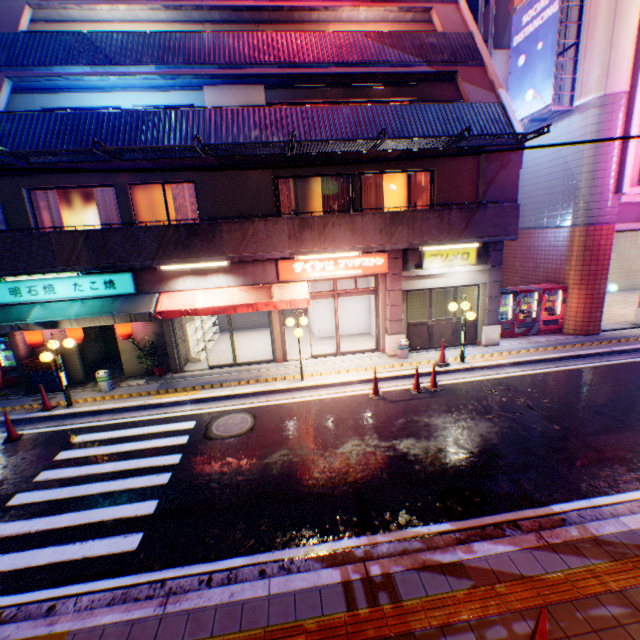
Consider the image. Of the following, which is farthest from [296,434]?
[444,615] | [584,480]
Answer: [584,480]

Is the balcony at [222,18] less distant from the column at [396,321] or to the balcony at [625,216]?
the column at [396,321]

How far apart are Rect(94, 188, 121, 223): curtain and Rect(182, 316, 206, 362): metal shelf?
3.55m

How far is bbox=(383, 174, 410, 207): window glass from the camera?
12.2m

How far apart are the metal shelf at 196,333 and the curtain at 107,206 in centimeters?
355cm

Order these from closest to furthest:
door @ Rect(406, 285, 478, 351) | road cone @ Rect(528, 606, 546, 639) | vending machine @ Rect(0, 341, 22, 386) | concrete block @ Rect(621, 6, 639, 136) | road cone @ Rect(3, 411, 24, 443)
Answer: road cone @ Rect(528, 606, 546, 639), road cone @ Rect(3, 411, 24, 443), concrete block @ Rect(621, 6, 639, 136), vending machine @ Rect(0, 341, 22, 386), door @ Rect(406, 285, 478, 351)

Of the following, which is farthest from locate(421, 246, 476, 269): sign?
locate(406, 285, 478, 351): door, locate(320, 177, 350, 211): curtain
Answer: locate(320, 177, 350, 211): curtain

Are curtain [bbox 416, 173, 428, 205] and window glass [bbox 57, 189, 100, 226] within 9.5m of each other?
no
